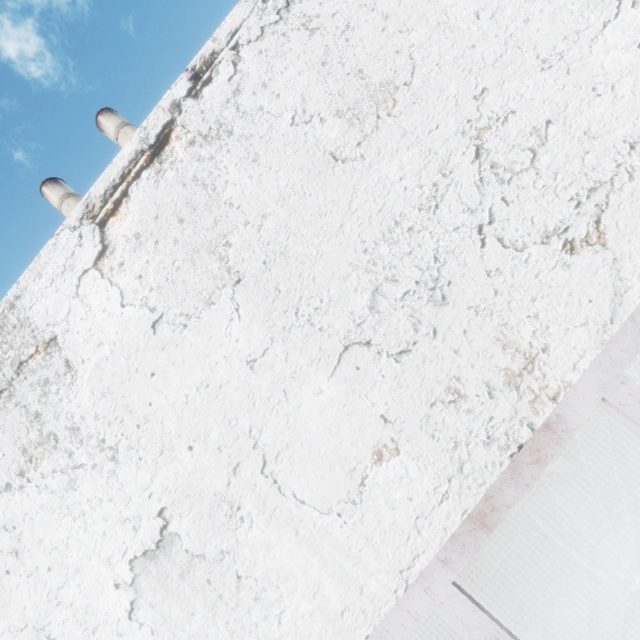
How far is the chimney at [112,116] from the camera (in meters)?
24.36

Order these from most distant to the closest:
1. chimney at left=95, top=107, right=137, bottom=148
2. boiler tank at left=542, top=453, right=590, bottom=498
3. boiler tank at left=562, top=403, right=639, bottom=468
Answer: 1. chimney at left=95, top=107, right=137, bottom=148
2. boiler tank at left=542, top=453, right=590, bottom=498
3. boiler tank at left=562, top=403, right=639, bottom=468

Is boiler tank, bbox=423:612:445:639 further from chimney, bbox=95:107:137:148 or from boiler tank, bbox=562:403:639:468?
chimney, bbox=95:107:137:148

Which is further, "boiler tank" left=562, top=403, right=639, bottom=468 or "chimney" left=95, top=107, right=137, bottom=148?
"chimney" left=95, top=107, right=137, bottom=148

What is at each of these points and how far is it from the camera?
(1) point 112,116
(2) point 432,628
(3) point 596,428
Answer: (1) chimney, 24.7m
(2) boiler tank, 7.9m
(3) boiler tank, 6.5m

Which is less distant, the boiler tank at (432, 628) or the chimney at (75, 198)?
the boiler tank at (432, 628)

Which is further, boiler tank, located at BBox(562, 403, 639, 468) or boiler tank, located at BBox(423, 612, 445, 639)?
boiler tank, located at BBox(423, 612, 445, 639)

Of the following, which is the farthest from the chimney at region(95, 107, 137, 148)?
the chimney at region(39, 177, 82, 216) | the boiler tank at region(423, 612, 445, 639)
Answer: the boiler tank at region(423, 612, 445, 639)
